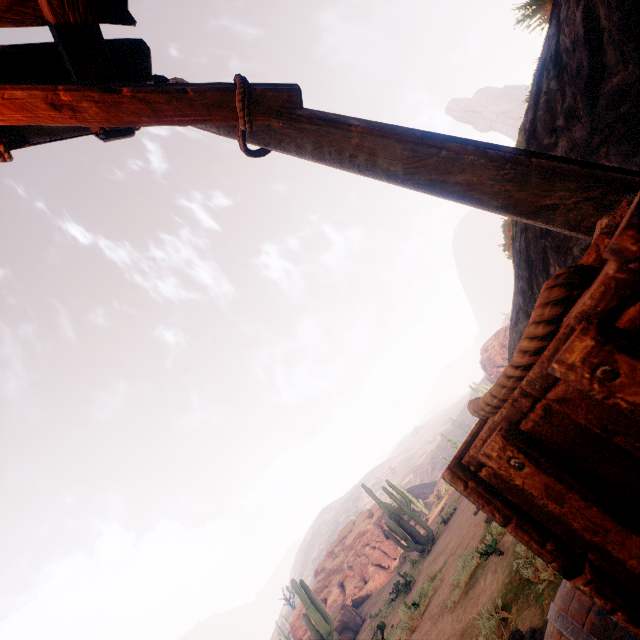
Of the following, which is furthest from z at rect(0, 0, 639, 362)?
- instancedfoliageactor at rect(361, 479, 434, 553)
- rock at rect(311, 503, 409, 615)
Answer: rock at rect(311, 503, 409, 615)

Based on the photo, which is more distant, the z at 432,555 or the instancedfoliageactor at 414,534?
the instancedfoliageactor at 414,534

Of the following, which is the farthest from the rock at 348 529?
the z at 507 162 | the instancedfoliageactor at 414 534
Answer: the z at 507 162

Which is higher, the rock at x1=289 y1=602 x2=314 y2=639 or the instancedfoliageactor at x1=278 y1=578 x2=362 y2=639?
the rock at x1=289 y1=602 x2=314 y2=639

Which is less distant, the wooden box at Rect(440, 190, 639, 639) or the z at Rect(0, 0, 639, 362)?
the wooden box at Rect(440, 190, 639, 639)

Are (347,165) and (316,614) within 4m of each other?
no

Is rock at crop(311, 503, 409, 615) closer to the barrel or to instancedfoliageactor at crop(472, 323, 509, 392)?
instancedfoliageactor at crop(472, 323, 509, 392)

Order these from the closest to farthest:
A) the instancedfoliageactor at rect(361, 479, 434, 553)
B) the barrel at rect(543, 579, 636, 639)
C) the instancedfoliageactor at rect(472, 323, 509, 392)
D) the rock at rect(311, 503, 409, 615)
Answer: the barrel at rect(543, 579, 636, 639) < the instancedfoliageactor at rect(361, 479, 434, 553) < the rock at rect(311, 503, 409, 615) < the instancedfoliageactor at rect(472, 323, 509, 392)
